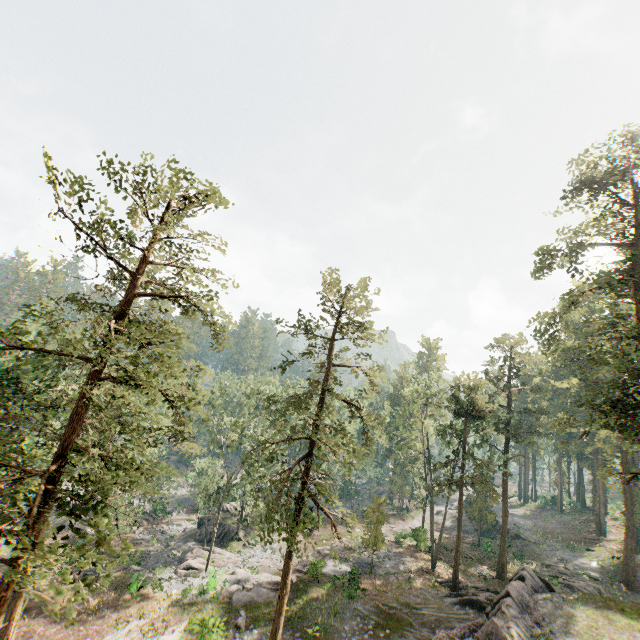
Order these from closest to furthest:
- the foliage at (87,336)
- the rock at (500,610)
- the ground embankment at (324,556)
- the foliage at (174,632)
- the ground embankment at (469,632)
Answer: the foliage at (87,336) < the rock at (500,610) < the ground embankment at (469,632) < the foliage at (174,632) < the ground embankment at (324,556)

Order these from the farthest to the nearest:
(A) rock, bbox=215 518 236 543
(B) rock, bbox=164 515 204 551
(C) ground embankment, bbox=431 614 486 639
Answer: (A) rock, bbox=215 518 236 543
(B) rock, bbox=164 515 204 551
(C) ground embankment, bbox=431 614 486 639

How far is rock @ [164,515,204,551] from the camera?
36.97m

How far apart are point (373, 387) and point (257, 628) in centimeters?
1831cm

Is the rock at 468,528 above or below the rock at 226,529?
above

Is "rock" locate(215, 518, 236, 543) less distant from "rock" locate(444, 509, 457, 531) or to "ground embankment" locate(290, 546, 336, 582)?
"ground embankment" locate(290, 546, 336, 582)

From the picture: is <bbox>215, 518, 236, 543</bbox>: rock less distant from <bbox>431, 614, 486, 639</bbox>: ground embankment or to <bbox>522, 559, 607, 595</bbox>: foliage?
<bbox>522, 559, 607, 595</bbox>: foliage
